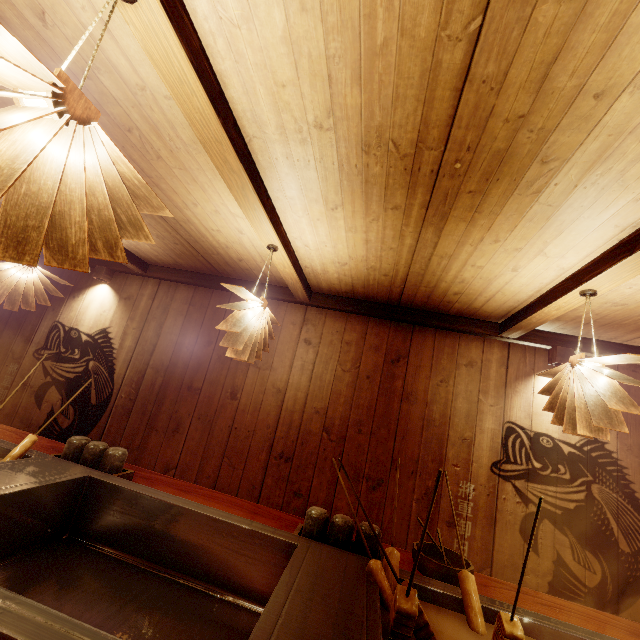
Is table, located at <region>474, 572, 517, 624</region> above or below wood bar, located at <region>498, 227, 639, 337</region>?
below

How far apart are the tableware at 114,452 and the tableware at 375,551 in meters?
1.8 m

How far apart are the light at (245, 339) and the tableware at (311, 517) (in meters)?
1.63

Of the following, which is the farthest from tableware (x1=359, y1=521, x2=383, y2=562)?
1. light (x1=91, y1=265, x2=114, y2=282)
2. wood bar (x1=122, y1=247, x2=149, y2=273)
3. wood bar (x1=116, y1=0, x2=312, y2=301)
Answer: light (x1=91, y1=265, x2=114, y2=282)

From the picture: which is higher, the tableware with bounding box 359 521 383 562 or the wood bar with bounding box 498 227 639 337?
the wood bar with bounding box 498 227 639 337

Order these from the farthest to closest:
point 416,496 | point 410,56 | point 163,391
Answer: point 163,391 < point 416,496 < point 410,56

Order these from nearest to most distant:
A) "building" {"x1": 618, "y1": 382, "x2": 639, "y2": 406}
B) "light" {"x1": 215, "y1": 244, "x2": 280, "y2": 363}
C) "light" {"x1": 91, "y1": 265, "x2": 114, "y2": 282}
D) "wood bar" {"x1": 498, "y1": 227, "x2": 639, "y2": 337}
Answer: "wood bar" {"x1": 498, "y1": 227, "x2": 639, "y2": 337}, "light" {"x1": 215, "y1": 244, "x2": 280, "y2": 363}, "building" {"x1": 618, "y1": 382, "x2": 639, "y2": 406}, "light" {"x1": 91, "y1": 265, "x2": 114, "y2": 282}

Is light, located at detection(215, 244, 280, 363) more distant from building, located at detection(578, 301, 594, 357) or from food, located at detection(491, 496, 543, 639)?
food, located at detection(491, 496, 543, 639)
